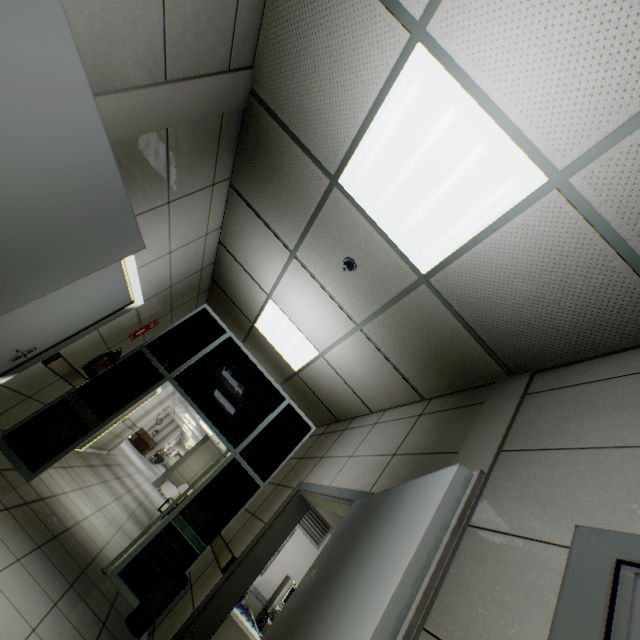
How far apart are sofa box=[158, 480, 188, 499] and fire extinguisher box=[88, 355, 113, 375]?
13.9 meters

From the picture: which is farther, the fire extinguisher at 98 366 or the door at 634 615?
the fire extinguisher at 98 366

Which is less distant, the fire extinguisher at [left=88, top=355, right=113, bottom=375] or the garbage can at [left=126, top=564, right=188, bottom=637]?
the garbage can at [left=126, top=564, right=188, bottom=637]

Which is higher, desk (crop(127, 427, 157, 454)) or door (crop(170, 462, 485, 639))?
door (crop(170, 462, 485, 639))

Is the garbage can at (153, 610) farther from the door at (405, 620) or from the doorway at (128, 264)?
the doorway at (128, 264)

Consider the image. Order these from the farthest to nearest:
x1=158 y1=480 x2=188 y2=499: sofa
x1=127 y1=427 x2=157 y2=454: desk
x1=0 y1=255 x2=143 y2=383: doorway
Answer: x1=127 y1=427 x2=157 y2=454: desk → x1=158 y1=480 x2=188 y2=499: sofa → x1=0 y1=255 x2=143 y2=383: doorway

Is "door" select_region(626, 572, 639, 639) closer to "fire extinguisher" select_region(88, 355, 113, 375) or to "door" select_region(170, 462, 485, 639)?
"door" select_region(170, 462, 485, 639)

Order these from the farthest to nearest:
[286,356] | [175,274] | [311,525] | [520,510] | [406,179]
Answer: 1. [311,525]
2. [286,356]
3. [175,274]
4. [406,179]
5. [520,510]
